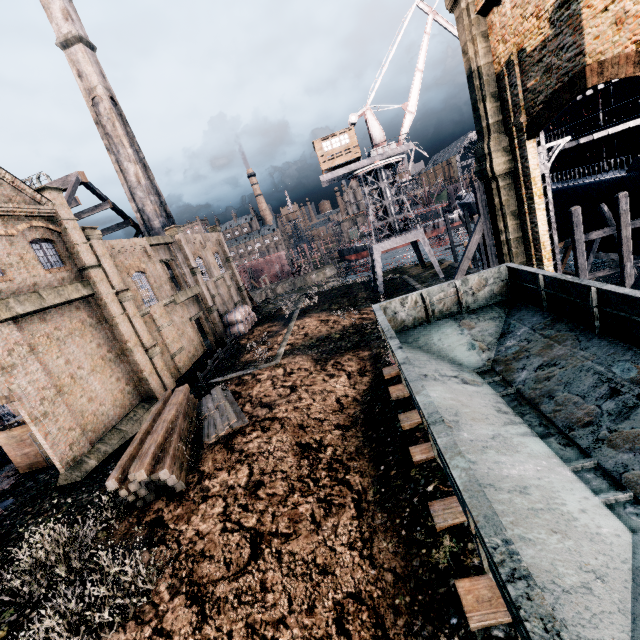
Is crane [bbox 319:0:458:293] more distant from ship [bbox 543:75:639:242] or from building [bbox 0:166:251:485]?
building [bbox 0:166:251:485]

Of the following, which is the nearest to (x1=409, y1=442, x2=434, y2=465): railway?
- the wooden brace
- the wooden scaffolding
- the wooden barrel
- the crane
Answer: the wooden brace

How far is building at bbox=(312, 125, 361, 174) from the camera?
34.72m

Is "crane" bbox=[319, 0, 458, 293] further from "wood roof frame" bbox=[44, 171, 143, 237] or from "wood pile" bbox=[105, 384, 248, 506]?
"wood roof frame" bbox=[44, 171, 143, 237]

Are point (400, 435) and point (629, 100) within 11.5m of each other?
no

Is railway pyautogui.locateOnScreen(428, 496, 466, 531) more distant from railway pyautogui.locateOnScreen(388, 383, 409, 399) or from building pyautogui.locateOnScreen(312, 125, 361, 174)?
building pyautogui.locateOnScreen(312, 125, 361, 174)

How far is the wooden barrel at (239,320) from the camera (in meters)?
36.66

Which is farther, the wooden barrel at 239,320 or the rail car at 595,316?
the wooden barrel at 239,320
